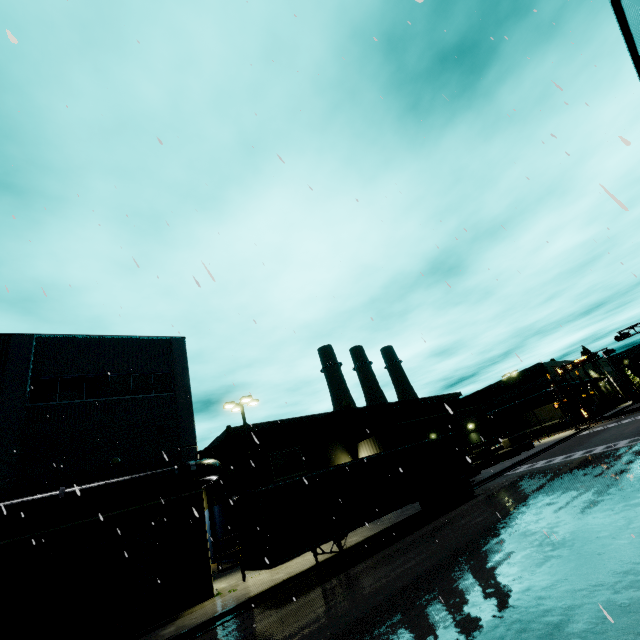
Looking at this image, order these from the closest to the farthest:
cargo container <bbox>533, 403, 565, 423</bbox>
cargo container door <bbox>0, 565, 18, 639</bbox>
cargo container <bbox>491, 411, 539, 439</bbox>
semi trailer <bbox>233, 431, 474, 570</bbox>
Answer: cargo container door <bbox>0, 565, 18, 639</bbox> < semi trailer <bbox>233, 431, 474, 570</bbox> < cargo container <bbox>533, 403, 565, 423</bbox> < cargo container <bbox>491, 411, 539, 439</bbox>

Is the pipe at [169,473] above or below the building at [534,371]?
below

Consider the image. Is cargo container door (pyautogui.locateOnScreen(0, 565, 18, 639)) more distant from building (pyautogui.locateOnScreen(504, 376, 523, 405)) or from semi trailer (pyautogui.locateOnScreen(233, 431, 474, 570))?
building (pyautogui.locateOnScreen(504, 376, 523, 405))

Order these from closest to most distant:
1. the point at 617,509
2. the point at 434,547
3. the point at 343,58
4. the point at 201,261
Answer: the point at 201,261 < the point at 343,58 < the point at 617,509 < the point at 434,547

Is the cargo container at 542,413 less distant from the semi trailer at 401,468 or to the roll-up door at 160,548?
the semi trailer at 401,468

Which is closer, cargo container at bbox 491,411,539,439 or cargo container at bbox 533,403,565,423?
cargo container at bbox 533,403,565,423

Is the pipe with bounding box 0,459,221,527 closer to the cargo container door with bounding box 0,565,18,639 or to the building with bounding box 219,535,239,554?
the building with bounding box 219,535,239,554

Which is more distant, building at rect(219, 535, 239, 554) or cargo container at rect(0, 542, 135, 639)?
building at rect(219, 535, 239, 554)
